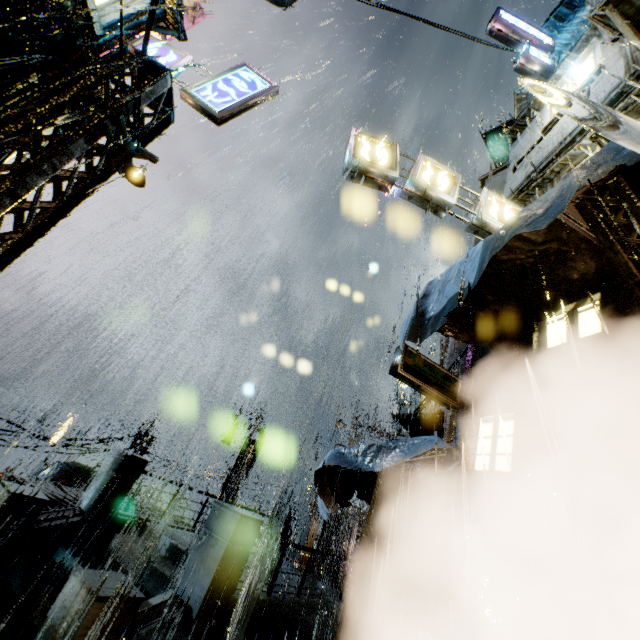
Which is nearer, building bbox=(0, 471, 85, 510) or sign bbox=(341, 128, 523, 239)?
sign bbox=(341, 128, 523, 239)

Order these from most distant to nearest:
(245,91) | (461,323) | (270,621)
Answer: (245,91), (270,621), (461,323)

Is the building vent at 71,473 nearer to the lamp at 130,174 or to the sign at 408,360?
the lamp at 130,174

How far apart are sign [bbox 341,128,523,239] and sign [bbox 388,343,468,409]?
4.53m

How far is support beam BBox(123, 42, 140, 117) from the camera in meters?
6.2 m

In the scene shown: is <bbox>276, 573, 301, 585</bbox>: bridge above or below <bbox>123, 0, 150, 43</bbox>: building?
below

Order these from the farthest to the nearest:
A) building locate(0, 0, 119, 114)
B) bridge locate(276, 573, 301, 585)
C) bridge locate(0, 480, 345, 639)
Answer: bridge locate(276, 573, 301, 585)
building locate(0, 0, 119, 114)
bridge locate(0, 480, 345, 639)

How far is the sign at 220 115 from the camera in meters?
7.8 m
